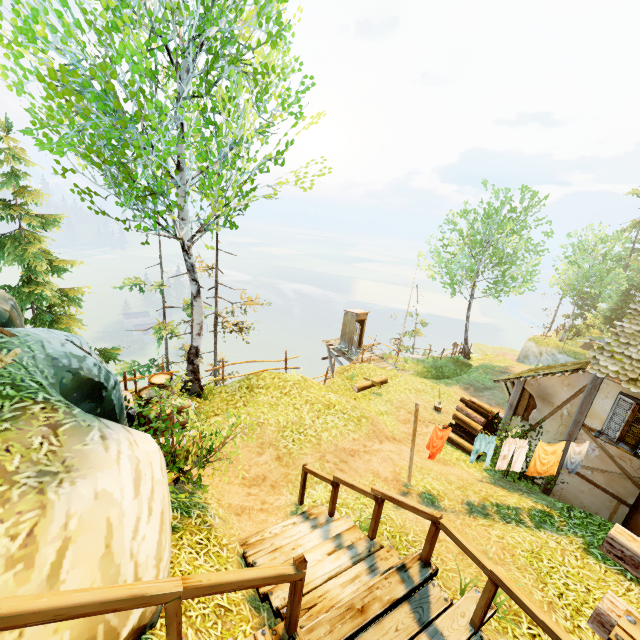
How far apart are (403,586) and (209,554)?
3.0m

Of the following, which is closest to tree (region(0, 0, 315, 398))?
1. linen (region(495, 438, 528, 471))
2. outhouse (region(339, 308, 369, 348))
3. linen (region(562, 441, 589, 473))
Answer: linen (region(495, 438, 528, 471))

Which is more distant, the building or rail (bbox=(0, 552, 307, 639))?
the building

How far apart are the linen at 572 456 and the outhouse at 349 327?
14.3m

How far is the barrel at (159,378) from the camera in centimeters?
A: 820cm

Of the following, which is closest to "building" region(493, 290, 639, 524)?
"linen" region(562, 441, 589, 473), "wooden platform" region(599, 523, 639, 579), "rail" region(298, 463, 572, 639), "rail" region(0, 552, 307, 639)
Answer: "wooden platform" region(599, 523, 639, 579)

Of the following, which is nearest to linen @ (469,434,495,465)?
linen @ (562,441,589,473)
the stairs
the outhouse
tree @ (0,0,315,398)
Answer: linen @ (562,441,589,473)

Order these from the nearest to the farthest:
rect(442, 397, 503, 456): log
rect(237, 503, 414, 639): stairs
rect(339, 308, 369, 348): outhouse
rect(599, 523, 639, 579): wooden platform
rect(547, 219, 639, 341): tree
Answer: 1. rect(599, 523, 639, 579): wooden platform
2. rect(237, 503, 414, 639): stairs
3. rect(442, 397, 503, 456): log
4. rect(339, 308, 369, 348): outhouse
5. rect(547, 219, 639, 341): tree
